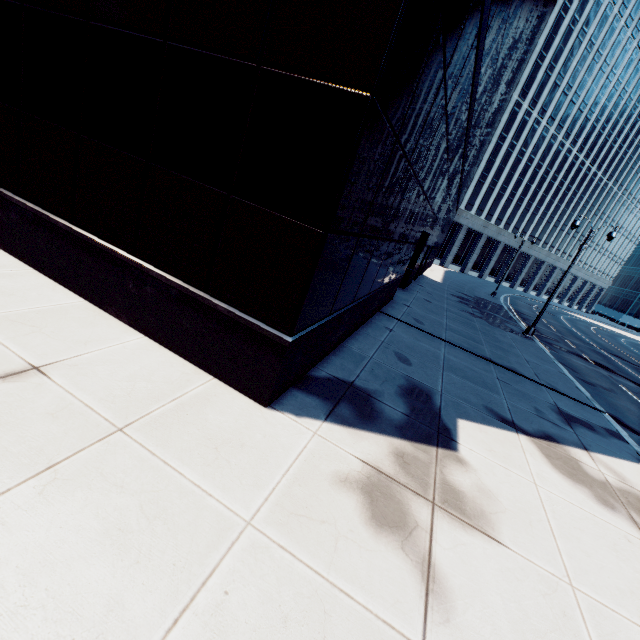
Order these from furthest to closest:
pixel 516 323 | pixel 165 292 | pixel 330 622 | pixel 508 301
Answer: pixel 508 301, pixel 516 323, pixel 165 292, pixel 330 622
